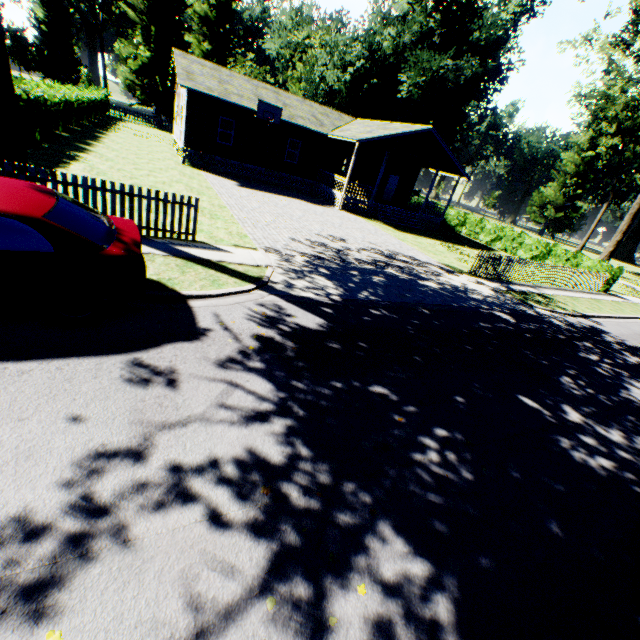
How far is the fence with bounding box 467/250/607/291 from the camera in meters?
15.3 m

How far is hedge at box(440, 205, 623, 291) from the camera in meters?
21.6

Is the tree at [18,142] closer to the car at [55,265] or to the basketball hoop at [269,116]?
the car at [55,265]

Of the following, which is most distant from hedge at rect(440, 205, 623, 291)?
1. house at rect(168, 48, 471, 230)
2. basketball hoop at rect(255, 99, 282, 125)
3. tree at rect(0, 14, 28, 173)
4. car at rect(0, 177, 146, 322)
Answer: tree at rect(0, 14, 28, 173)

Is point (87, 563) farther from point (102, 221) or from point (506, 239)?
point (506, 239)

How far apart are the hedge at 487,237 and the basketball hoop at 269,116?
18.96m

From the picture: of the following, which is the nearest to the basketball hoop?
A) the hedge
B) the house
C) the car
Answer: the house

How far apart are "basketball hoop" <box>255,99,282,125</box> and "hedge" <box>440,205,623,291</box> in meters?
19.0 m
